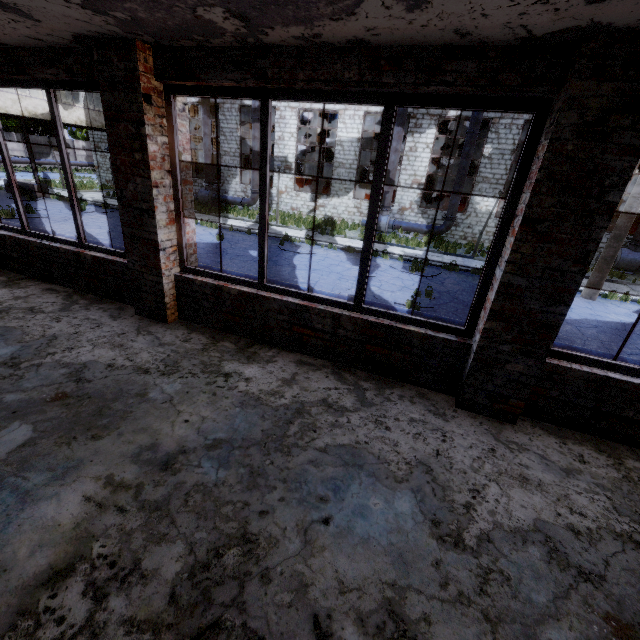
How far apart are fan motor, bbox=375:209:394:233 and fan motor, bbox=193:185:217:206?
11.3 meters

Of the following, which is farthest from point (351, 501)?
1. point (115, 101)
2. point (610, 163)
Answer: point (115, 101)

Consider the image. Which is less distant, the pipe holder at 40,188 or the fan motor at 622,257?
the fan motor at 622,257

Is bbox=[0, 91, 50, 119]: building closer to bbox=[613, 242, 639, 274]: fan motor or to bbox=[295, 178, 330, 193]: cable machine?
bbox=[295, 178, 330, 193]: cable machine

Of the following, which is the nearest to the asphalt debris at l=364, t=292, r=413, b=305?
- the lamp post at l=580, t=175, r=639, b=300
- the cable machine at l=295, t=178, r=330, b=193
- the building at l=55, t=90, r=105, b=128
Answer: the lamp post at l=580, t=175, r=639, b=300

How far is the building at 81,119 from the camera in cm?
2005

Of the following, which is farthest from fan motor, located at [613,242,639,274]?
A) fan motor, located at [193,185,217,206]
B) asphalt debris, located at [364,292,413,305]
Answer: fan motor, located at [193,185,217,206]
